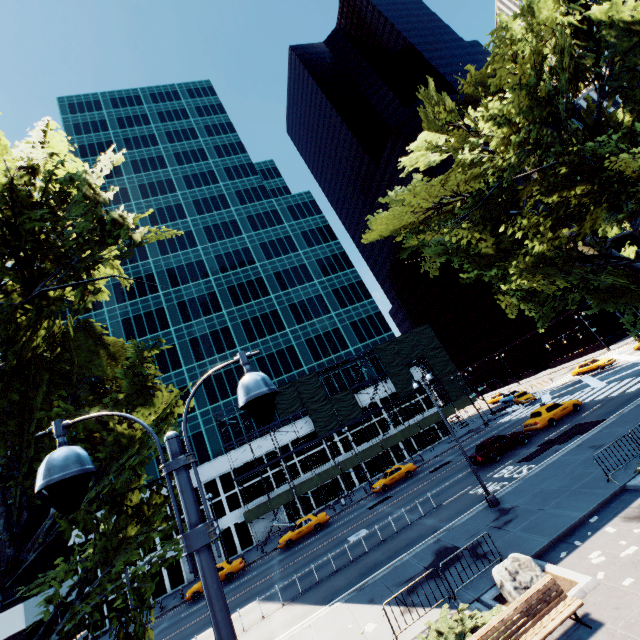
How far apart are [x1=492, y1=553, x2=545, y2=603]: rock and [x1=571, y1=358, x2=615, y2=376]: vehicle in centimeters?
3998cm

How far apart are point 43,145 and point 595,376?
51.01m

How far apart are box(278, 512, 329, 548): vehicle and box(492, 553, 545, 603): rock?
24.0m

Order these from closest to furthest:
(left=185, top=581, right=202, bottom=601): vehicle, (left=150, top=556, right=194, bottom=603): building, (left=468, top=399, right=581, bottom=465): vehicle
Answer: (left=468, top=399, right=581, bottom=465): vehicle, (left=185, top=581, right=202, bottom=601): vehicle, (left=150, top=556, right=194, bottom=603): building

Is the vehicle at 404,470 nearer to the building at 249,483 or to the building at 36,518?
the building at 249,483

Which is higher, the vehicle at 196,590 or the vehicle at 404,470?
the vehicle at 404,470

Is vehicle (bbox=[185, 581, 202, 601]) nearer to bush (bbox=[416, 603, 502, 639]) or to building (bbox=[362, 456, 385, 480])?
building (bbox=[362, 456, 385, 480])

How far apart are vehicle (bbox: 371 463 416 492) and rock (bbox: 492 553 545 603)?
24.30m
